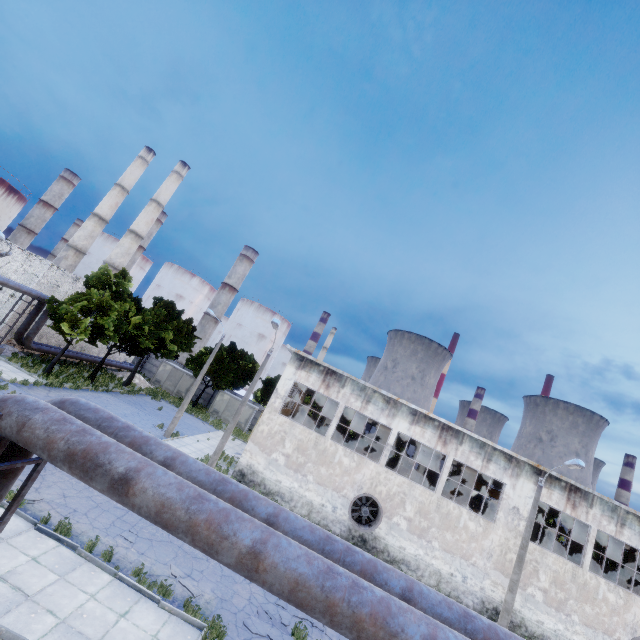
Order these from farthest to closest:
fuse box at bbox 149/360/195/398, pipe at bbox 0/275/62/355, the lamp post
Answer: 1. fuse box at bbox 149/360/195/398
2. pipe at bbox 0/275/62/355
3. the lamp post

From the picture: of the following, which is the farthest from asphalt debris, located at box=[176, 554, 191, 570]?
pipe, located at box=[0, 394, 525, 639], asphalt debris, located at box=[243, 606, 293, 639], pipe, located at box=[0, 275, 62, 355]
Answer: pipe, located at box=[0, 275, 62, 355]

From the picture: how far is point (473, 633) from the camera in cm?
447

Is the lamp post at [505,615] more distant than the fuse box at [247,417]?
No

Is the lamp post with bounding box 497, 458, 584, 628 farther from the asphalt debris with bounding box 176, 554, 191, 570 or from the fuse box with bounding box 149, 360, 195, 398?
the fuse box with bounding box 149, 360, 195, 398

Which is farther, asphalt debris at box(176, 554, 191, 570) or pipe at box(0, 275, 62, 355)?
pipe at box(0, 275, 62, 355)

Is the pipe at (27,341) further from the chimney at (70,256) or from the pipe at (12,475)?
the chimney at (70,256)

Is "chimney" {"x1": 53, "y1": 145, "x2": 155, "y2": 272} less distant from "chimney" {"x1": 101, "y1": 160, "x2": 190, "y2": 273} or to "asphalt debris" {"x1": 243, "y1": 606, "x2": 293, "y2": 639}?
"chimney" {"x1": 101, "y1": 160, "x2": 190, "y2": 273}
